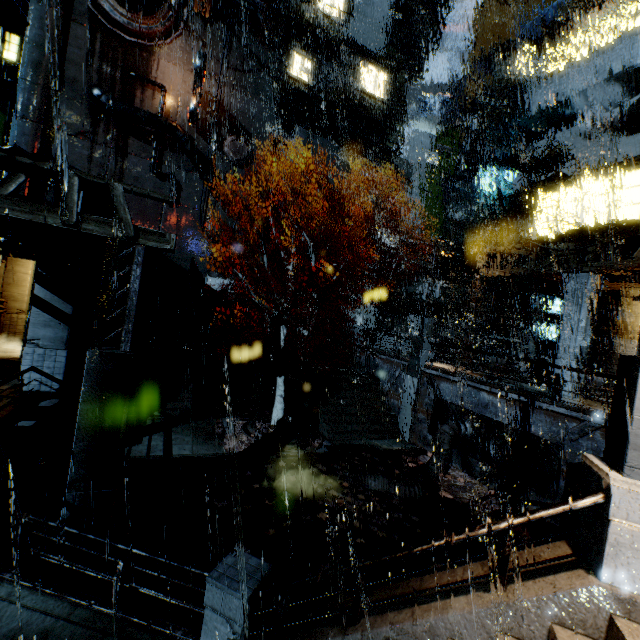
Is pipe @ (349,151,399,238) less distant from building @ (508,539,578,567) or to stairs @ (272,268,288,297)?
building @ (508,539,578,567)

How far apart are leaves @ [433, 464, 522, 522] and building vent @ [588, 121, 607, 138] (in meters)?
20.74

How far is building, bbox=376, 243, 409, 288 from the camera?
33.3m

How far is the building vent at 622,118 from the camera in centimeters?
1767cm

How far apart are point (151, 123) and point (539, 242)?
32.6m

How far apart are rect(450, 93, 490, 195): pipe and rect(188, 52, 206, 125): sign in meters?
25.5

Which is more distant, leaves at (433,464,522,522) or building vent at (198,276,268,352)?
building vent at (198,276,268,352)

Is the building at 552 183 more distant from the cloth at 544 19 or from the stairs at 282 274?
the stairs at 282 274
